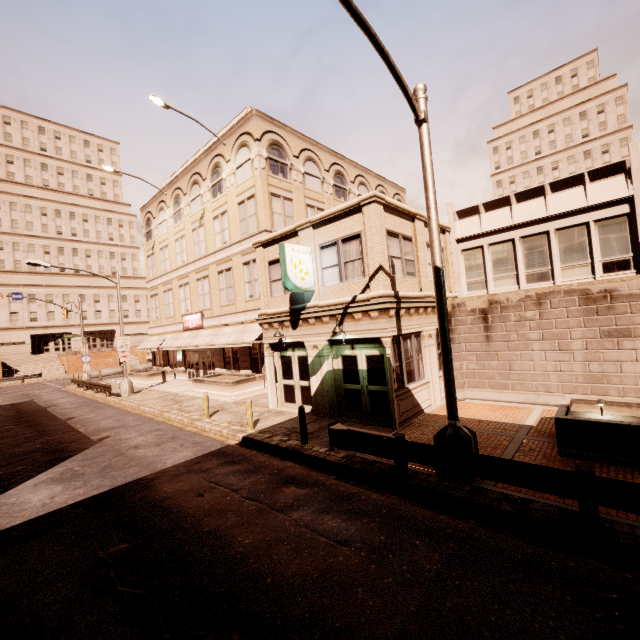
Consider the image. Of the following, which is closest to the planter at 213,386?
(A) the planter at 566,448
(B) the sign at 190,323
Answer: (B) the sign at 190,323

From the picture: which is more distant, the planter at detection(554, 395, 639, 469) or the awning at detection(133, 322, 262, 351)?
the awning at detection(133, 322, 262, 351)

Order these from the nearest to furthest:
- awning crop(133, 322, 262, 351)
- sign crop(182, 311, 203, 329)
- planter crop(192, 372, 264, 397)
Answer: planter crop(192, 372, 264, 397)
awning crop(133, 322, 262, 351)
sign crop(182, 311, 203, 329)

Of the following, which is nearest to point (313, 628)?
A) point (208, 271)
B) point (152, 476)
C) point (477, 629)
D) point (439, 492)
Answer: point (477, 629)

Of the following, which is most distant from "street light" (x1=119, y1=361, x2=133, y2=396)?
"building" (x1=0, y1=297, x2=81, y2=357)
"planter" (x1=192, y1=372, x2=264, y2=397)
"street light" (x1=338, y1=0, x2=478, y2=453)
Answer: "building" (x1=0, y1=297, x2=81, y2=357)

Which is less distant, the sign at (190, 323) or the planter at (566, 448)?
the planter at (566, 448)

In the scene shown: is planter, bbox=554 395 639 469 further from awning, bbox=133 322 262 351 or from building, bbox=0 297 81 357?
building, bbox=0 297 81 357

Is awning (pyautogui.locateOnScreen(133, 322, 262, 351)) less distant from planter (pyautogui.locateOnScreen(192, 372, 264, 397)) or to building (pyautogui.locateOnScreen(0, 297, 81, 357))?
planter (pyautogui.locateOnScreen(192, 372, 264, 397))
